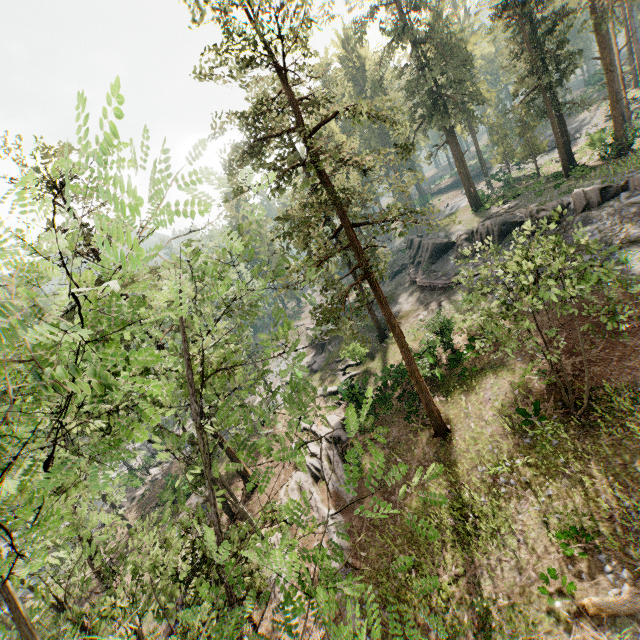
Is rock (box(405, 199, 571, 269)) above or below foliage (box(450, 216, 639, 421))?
below

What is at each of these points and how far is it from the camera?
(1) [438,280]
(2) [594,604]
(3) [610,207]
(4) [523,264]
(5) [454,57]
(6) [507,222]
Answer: (1) ground embankment, 32.0 meters
(2) foliage, 10.6 meters
(3) rock, 22.4 meters
(4) foliage, 11.8 meters
(5) foliage, 31.5 meters
(6) rock, 28.6 meters

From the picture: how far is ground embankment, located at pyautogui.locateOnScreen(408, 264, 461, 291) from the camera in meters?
30.4 m

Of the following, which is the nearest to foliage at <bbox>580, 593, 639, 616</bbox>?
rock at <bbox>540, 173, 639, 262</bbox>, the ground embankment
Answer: rock at <bbox>540, 173, 639, 262</bbox>

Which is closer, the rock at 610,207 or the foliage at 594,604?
the foliage at 594,604

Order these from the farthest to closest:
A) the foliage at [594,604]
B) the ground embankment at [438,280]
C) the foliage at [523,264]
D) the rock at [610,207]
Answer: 1. the ground embankment at [438,280]
2. the rock at [610,207]
3. the foliage at [523,264]
4. the foliage at [594,604]

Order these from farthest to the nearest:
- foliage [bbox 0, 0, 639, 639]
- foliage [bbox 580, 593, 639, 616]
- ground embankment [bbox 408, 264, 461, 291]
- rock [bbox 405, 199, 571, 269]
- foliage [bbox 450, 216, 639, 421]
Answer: ground embankment [bbox 408, 264, 461, 291]
rock [bbox 405, 199, 571, 269]
foliage [bbox 450, 216, 639, 421]
foliage [bbox 580, 593, 639, 616]
foliage [bbox 0, 0, 639, 639]
